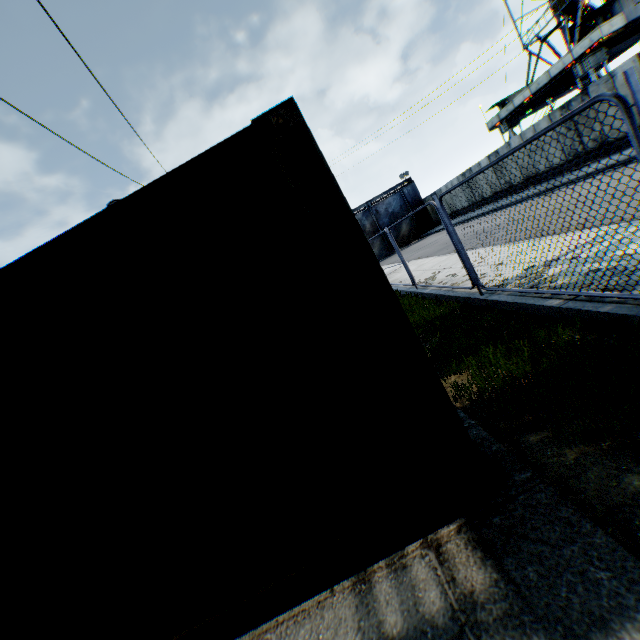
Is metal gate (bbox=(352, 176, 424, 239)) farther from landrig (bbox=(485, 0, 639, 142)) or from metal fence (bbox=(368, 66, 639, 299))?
metal fence (bbox=(368, 66, 639, 299))

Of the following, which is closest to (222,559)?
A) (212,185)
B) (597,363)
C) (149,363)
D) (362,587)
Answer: (362,587)

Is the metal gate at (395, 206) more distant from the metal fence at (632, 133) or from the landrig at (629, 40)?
the metal fence at (632, 133)

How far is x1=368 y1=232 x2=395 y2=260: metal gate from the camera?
35.4 meters

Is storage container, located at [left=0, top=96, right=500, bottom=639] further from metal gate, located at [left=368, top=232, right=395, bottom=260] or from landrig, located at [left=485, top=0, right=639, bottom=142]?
landrig, located at [left=485, top=0, right=639, bottom=142]

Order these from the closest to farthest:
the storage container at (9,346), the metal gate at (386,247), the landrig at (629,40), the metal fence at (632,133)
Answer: the storage container at (9,346), the metal fence at (632,133), the landrig at (629,40), the metal gate at (386,247)

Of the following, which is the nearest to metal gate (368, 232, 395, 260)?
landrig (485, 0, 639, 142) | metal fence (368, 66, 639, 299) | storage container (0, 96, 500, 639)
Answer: landrig (485, 0, 639, 142)

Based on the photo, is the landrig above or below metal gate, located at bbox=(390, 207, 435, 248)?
above
